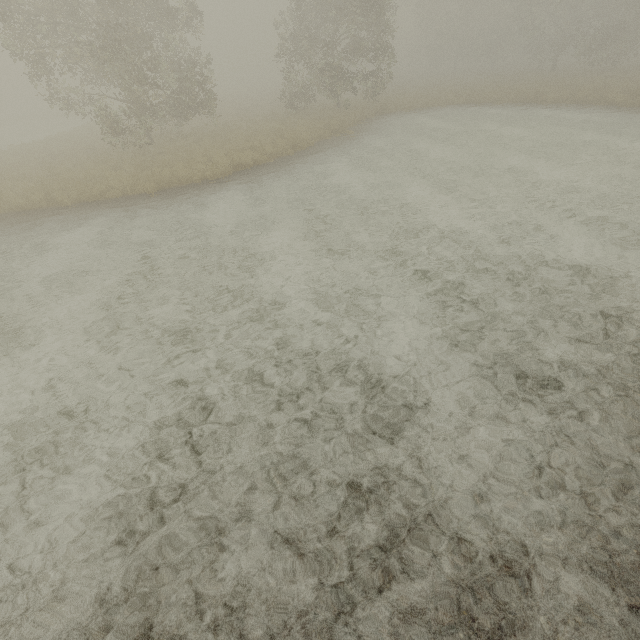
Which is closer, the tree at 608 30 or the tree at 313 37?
the tree at 313 37

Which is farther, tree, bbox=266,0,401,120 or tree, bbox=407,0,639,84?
tree, bbox=407,0,639,84

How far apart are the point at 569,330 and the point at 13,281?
12.7m
